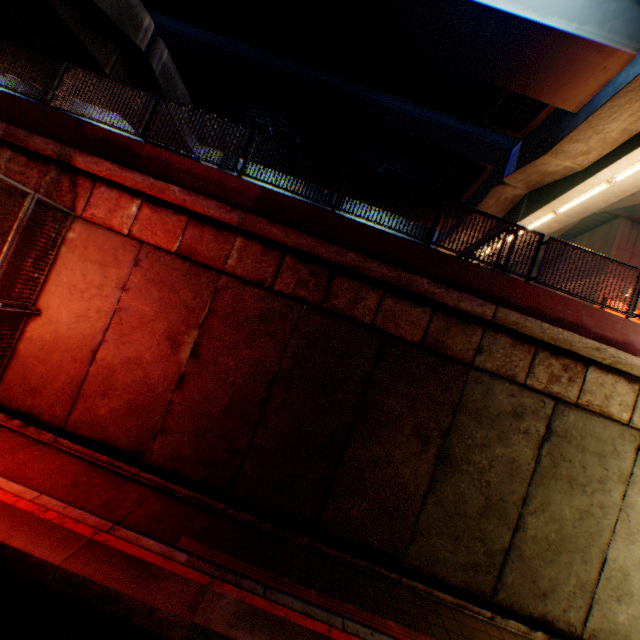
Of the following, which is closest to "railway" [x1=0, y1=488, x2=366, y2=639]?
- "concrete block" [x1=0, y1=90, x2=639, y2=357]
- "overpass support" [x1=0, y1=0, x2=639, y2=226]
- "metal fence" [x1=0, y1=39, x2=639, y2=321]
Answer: "metal fence" [x1=0, y1=39, x2=639, y2=321]

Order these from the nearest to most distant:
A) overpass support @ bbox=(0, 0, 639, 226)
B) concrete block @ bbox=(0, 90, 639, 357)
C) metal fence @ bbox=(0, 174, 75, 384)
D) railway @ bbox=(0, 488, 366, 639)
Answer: railway @ bbox=(0, 488, 366, 639)
metal fence @ bbox=(0, 174, 75, 384)
concrete block @ bbox=(0, 90, 639, 357)
overpass support @ bbox=(0, 0, 639, 226)

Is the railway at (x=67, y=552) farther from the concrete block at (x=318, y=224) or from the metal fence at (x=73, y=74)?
the concrete block at (x=318, y=224)

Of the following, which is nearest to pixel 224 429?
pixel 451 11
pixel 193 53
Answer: pixel 451 11

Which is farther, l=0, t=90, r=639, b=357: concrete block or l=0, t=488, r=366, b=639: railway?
l=0, t=90, r=639, b=357: concrete block

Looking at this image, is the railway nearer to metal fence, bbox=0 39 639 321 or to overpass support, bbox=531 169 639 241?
metal fence, bbox=0 39 639 321

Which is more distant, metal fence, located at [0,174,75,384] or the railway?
metal fence, located at [0,174,75,384]

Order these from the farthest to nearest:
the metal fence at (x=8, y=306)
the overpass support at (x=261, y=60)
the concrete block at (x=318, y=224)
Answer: the overpass support at (x=261, y=60), the concrete block at (x=318, y=224), the metal fence at (x=8, y=306)
